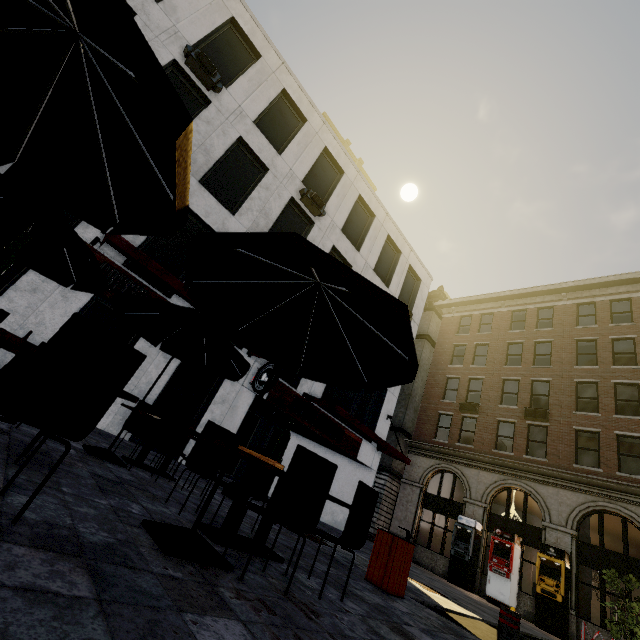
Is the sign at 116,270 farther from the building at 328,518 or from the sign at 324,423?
the sign at 324,423

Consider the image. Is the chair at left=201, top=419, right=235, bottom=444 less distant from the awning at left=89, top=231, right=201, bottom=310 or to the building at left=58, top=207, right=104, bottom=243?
the awning at left=89, top=231, right=201, bottom=310

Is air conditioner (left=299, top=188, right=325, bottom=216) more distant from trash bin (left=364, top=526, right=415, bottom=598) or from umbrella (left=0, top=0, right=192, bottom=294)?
trash bin (left=364, top=526, right=415, bottom=598)

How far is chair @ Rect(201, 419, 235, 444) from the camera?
4.5m

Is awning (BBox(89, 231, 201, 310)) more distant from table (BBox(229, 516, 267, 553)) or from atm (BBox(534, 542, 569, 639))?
atm (BBox(534, 542, 569, 639))

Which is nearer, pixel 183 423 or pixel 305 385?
pixel 183 423

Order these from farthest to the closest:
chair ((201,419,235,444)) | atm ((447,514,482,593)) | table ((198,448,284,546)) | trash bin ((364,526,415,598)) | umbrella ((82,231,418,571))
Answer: atm ((447,514,482,593)) < trash bin ((364,526,415,598)) < chair ((201,419,235,444)) < table ((198,448,284,546)) < umbrella ((82,231,418,571))

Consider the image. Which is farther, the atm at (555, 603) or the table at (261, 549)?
the atm at (555, 603)
